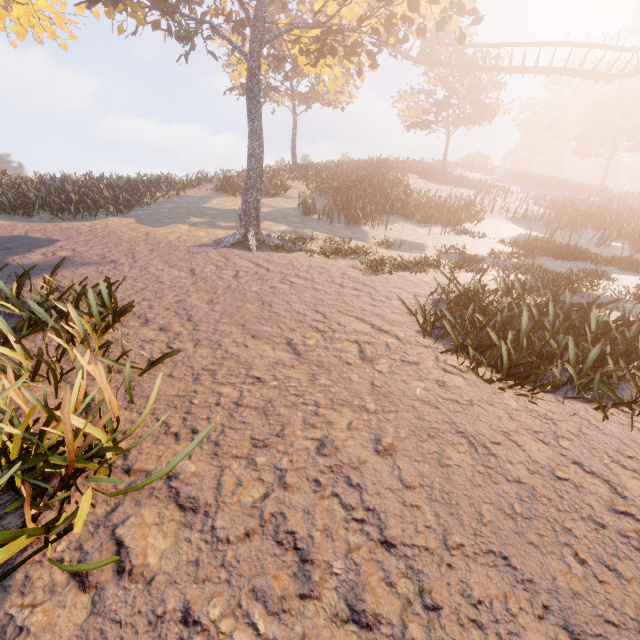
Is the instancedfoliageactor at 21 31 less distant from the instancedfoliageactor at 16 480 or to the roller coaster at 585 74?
the roller coaster at 585 74

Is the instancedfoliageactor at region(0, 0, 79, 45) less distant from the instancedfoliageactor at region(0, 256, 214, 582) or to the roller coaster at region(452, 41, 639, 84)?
the roller coaster at region(452, 41, 639, 84)

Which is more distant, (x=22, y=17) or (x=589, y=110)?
(x=589, y=110)

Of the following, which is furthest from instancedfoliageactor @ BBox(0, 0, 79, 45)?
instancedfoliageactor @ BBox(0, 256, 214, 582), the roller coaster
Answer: instancedfoliageactor @ BBox(0, 256, 214, 582)

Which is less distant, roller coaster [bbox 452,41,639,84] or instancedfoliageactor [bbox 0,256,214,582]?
instancedfoliageactor [bbox 0,256,214,582]

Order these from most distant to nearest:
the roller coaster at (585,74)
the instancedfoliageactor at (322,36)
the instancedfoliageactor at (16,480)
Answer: the roller coaster at (585,74)
the instancedfoliageactor at (322,36)
the instancedfoliageactor at (16,480)

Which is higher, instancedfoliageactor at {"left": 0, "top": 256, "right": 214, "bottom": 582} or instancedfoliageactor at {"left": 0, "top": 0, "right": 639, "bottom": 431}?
instancedfoliageactor at {"left": 0, "top": 0, "right": 639, "bottom": 431}
